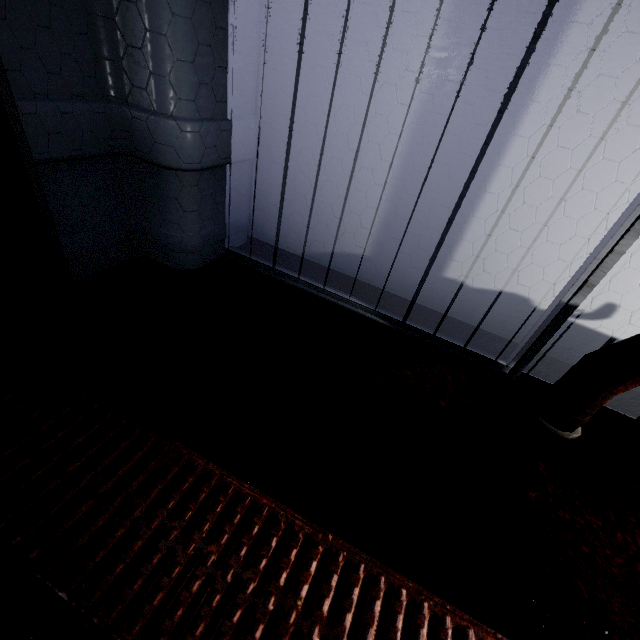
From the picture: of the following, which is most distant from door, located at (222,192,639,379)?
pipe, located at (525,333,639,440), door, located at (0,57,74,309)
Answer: door, located at (0,57,74,309)

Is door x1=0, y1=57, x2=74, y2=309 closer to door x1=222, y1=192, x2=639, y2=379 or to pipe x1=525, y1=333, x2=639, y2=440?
door x1=222, y1=192, x2=639, y2=379

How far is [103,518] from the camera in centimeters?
82cm

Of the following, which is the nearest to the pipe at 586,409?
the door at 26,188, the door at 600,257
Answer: the door at 600,257
